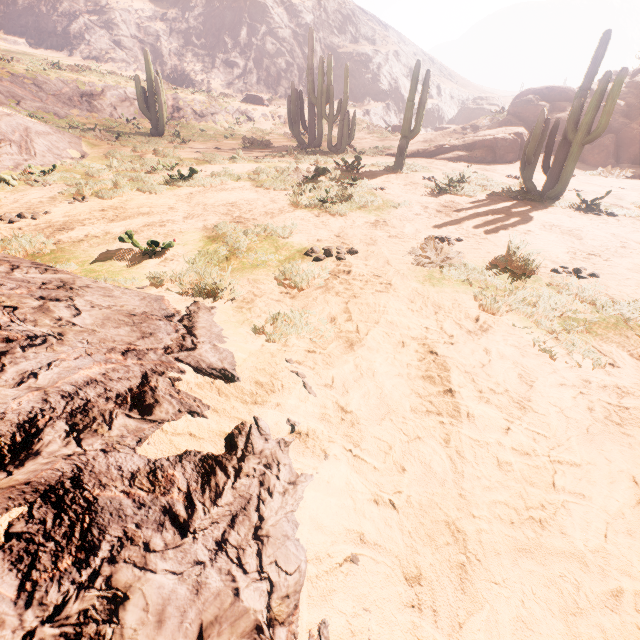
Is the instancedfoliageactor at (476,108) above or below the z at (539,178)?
above

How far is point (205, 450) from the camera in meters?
1.6

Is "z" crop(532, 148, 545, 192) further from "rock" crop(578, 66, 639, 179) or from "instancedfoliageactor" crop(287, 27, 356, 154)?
"rock" crop(578, 66, 639, 179)

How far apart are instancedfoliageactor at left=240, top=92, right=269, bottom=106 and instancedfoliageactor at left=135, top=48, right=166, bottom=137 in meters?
15.7 m

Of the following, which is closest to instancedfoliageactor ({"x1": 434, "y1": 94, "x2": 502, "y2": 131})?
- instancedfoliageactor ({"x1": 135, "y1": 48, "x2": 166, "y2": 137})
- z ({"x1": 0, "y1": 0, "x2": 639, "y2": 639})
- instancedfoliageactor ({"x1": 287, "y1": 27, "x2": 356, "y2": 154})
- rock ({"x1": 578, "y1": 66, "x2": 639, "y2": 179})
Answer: rock ({"x1": 578, "y1": 66, "x2": 639, "y2": 179})

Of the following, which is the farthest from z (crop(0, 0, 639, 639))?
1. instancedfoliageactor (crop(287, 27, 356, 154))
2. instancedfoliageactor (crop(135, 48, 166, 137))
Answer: instancedfoliageactor (crop(135, 48, 166, 137))

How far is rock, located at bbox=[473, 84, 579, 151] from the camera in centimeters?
1795cm

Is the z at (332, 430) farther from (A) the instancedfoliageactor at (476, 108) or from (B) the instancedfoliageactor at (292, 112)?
(A) the instancedfoliageactor at (476, 108)
